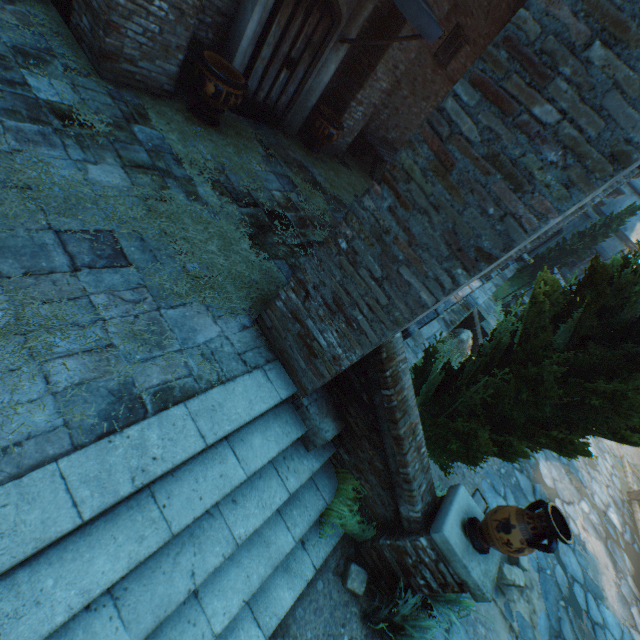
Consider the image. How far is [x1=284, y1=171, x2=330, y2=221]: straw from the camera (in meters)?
6.02

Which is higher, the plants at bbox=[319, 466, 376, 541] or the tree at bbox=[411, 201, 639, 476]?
the tree at bbox=[411, 201, 639, 476]

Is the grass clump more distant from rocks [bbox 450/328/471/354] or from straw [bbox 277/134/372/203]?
rocks [bbox 450/328/471/354]

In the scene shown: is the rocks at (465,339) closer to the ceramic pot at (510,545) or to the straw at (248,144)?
the straw at (248,144)

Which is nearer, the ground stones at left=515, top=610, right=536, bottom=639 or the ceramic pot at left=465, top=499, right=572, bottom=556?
the ceramic pot at left=465, top=499, right=572, bottom=556

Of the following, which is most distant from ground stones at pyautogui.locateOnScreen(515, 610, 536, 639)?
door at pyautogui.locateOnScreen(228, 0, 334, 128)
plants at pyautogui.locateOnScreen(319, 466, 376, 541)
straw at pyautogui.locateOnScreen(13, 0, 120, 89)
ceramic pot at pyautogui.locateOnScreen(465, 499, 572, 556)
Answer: door at pyautogui.locateOnScreen(228, 0, 334, 128)

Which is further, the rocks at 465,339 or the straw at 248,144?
the rocks at 465,339

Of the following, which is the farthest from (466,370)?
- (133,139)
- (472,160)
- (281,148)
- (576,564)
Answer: (576,564)
